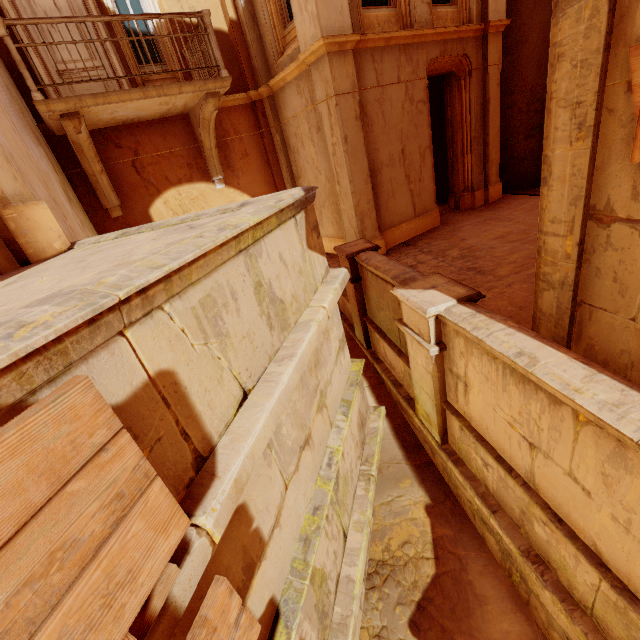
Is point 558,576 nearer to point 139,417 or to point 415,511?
point 415,511

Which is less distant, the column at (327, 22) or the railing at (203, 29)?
the railing at (203, 29)

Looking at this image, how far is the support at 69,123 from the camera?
5.83m

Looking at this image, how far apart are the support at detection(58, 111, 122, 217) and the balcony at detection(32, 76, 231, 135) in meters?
0.2 m

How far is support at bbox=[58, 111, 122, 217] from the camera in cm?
583

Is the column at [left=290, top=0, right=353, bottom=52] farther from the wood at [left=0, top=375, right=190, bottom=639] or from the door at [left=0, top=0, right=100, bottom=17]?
the wood at [left=0, top=375, right=190, bottom=639]

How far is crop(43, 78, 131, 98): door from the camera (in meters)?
6.66

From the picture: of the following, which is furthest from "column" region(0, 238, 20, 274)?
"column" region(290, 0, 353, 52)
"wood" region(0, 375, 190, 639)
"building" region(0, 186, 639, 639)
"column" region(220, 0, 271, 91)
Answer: "column" region(220, 0, 271, 91)
